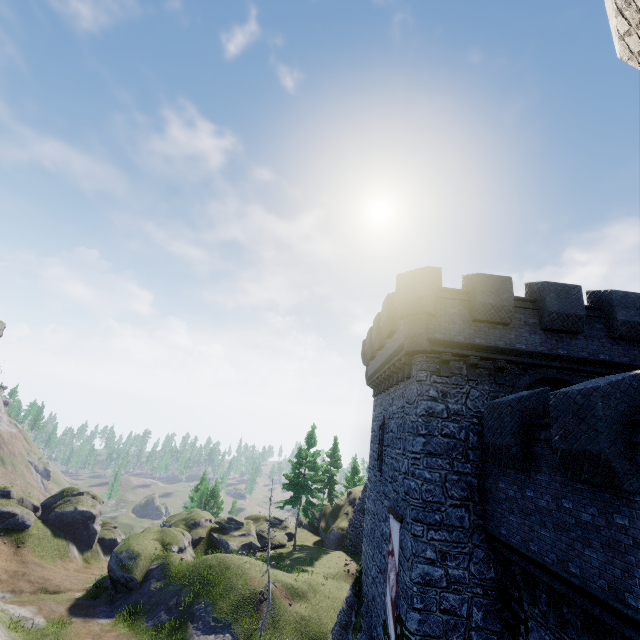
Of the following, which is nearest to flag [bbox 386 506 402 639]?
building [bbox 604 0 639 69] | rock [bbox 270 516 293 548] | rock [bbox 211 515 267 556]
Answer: building [bbox 604 0 639 69]

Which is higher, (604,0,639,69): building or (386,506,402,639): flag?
(604,0,639,69): building

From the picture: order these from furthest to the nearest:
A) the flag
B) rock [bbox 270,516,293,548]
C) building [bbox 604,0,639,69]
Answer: rock [bbox 270,516,293,548] → the flag → building [bbox 604,0,639,69]

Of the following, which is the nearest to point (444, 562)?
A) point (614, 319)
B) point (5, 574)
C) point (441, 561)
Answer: point (441, 561)

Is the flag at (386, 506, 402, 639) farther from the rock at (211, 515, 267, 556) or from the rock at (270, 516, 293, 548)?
the rock at (270, 516, 293, 548)

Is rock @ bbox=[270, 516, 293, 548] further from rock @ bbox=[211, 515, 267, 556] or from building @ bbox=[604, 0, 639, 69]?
building @ bbox=[604, 0, 639, 69]

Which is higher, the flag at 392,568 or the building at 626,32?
the building at 626,32

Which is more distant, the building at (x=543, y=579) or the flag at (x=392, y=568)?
the flag at (x=392, y=568)
